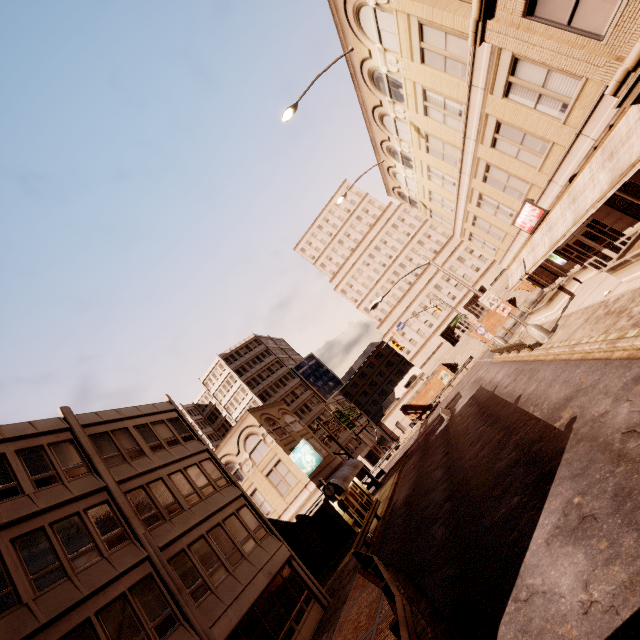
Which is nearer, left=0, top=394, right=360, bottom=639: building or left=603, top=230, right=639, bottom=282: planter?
left=0, top=394, right=360, bottom=639: building

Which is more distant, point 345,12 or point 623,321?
point 345,12

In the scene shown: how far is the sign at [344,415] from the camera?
38.2m

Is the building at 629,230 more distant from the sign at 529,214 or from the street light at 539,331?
the street light at 539,331

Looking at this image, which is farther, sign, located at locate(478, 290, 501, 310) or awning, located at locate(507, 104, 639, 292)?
sign, located at locate(478, 290, 501, 310)

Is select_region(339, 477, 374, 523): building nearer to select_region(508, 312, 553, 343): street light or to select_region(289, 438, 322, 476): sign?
select_region(289, 438, 322, 476): sign

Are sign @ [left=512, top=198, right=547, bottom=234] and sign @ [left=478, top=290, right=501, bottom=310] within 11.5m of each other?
yes

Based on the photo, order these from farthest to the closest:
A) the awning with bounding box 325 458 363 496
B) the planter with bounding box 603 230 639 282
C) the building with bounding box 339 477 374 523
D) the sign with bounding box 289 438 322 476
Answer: the building with bounding box 339 477 374 523 < the sign with bounding box 289 438 322 476 < the awning with bounding box 325 458 363 496 < the planter with bounding box 603 230 639 282
